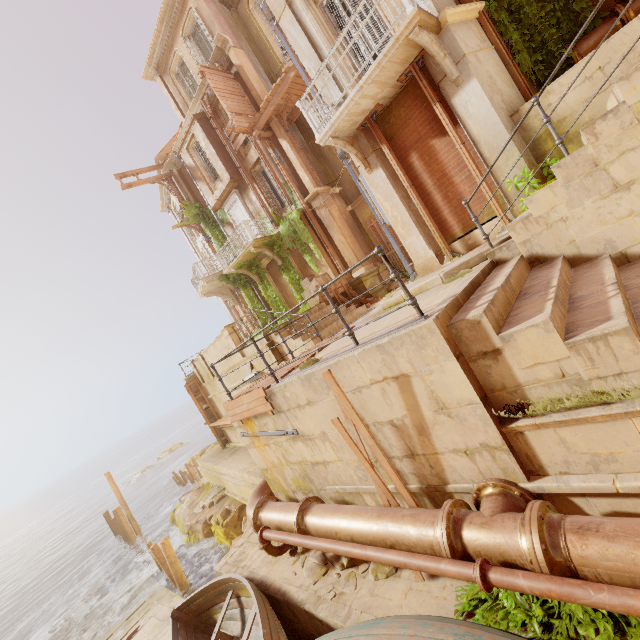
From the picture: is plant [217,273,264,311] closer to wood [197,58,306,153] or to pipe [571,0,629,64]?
pipe [571,0,629,64]

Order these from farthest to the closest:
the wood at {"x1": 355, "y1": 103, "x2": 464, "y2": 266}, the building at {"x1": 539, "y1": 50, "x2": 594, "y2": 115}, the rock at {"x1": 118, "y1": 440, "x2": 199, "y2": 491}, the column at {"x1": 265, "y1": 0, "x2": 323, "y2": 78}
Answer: the rock at {"x1": 118, "y1": 440, "x2": 199, "y2": 491} → the column at {"x1": 265, "y1": 0, "x2": 323, "y2": 78} → the wood at {"x1": 355, "y1": 103, "x2": 464, "y2": 266} → the building at {"x1": 539, "y1": 50, "x2": 594, "y2": 115}

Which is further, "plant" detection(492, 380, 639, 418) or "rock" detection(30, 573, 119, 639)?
"rock" detection(30, 573, 119, 639)

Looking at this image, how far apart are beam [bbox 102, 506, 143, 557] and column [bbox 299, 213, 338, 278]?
23.00m

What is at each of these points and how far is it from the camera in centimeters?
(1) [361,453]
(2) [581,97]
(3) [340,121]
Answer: (1) wood, 440cm
(2) building, 598cm
(3) balcony, 782cm

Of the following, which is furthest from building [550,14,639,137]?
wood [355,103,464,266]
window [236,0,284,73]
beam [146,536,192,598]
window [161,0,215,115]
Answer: beam [146,536,192,598]

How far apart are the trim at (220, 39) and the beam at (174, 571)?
22.5 meters

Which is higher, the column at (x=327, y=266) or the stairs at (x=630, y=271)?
the column at (x=327, y=266)
